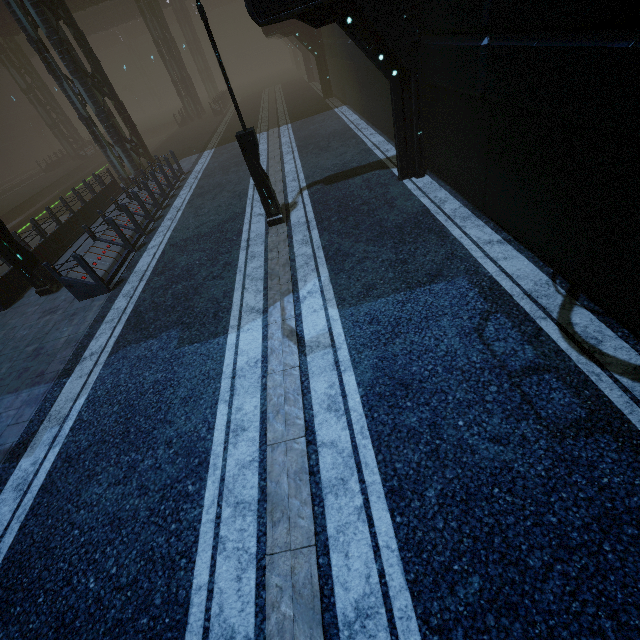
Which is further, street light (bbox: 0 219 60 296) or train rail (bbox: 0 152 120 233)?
train rail (bbox: 0 152 120 233)

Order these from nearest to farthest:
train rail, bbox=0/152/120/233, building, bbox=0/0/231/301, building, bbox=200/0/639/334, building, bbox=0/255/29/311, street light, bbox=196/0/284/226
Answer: building, bbox=200/0/639/334 → street light, bbox=196/0/284/226 → building, bbox=0/255/29/311 → building, bbox=0/0/231/301 → train rail, bbox=0/152/120/233

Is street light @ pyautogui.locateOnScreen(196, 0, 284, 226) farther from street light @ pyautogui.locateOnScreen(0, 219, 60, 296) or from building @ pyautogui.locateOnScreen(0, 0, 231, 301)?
street light @ pyautogui.locateOnScreen(0, 219, 60, 296)

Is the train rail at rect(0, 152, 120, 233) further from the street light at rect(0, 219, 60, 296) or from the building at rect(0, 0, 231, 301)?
the street light at rect(0, 219, 60, 296)

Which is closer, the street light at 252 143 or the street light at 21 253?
the street light at 252 143

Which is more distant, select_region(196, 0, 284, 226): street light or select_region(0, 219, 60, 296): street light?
select_region(0, 219, 60, 296): street light

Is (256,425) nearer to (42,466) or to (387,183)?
(42,466)

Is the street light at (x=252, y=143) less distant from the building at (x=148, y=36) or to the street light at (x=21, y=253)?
the building at (x=148, y=36)
